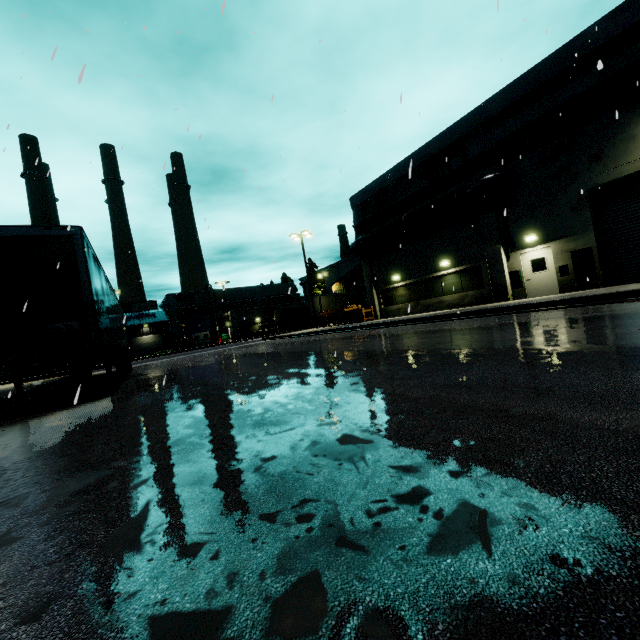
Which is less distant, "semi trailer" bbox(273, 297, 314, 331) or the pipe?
the pipe

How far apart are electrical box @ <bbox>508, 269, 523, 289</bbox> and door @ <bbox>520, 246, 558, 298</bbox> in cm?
5

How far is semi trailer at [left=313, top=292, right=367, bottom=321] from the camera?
39.34m

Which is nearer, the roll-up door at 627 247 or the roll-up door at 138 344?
the roll-up door at 627 247

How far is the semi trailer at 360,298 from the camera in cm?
3934

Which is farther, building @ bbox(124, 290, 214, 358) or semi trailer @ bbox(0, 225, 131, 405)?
building @ bbox(124, 290, 214, 358)

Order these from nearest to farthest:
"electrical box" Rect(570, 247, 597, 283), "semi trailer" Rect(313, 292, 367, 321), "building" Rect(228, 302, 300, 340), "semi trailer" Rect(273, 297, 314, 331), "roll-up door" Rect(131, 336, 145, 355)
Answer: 1. "electrical box" Rect(570, 247, 597, 283)
2. "semi trailer" Rect(313, 292, 367, 321)
3. "semi trailer" Rect(273, 297, 314, 331)
4. "building" Rect(228, 302, 300, 340)
5. "roll-up door" Rect(131, 336, 145, 355)

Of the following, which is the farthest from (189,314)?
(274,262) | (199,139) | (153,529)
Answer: (153,529)
